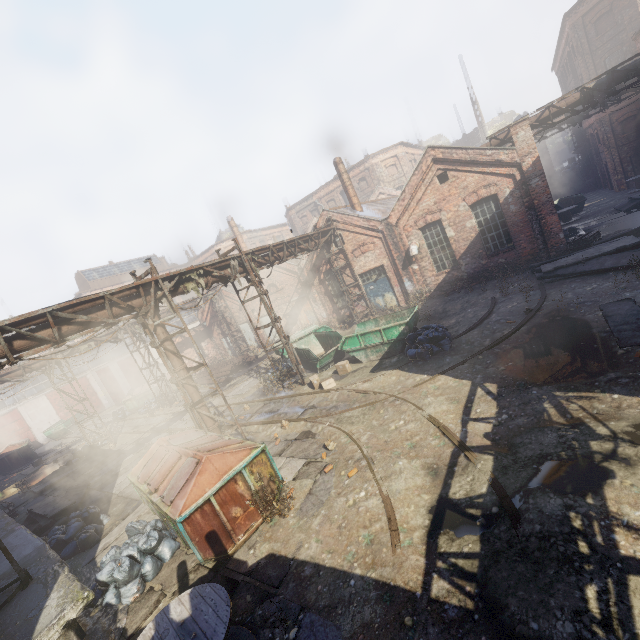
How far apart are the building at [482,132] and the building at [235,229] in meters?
31.9 m

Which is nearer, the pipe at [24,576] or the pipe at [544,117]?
the pipe at [24,576]

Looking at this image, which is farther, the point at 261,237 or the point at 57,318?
the point at 261,237

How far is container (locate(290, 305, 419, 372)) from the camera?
12.9 meters

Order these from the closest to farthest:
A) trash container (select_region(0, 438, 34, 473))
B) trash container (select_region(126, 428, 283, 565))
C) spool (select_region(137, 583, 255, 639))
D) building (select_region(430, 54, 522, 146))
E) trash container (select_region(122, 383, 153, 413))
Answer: spool (select_region(137, 583, 255, 639)) < trash container (select_region(126, 428, 283, 565)) < trash container (select_region(0, 438, 34, 473)) < trash container (select_region(122, 383, 153, 413)) < building (select_region(430, 54, 522, 146))

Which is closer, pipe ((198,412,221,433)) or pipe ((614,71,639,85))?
pipe ((198,412,221,433))

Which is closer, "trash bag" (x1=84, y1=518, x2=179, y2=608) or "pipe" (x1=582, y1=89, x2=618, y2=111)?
"trash bag" (x1=84, y1=518, x2=179, y2=608)

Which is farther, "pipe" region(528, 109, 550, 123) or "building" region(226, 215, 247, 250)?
"building" region(226, 215, 247, 250)
